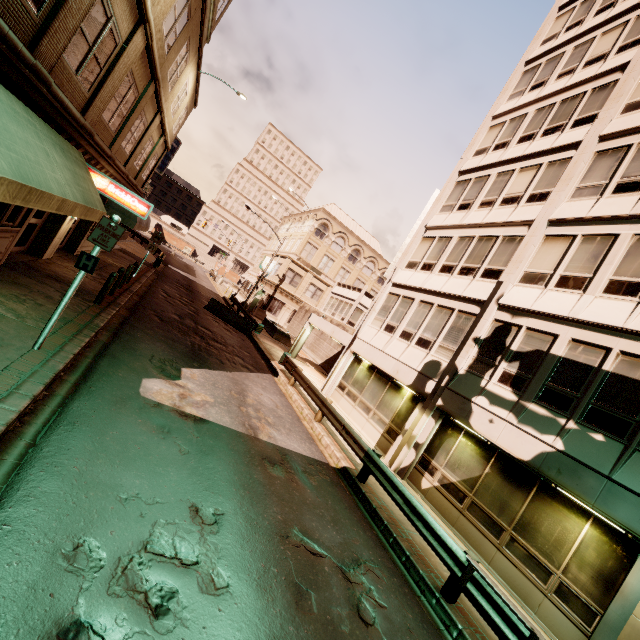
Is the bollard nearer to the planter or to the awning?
the awning

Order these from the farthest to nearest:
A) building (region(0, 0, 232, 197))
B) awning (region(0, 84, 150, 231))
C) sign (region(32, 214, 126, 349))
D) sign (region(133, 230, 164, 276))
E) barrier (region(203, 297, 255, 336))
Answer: barrier (region(203, 297, 255, 336)) < sign (region(133, 230, 164, 276)) < sign (region(32, 214, 126, 349)) < building (region(0, 0, 232, 197)) < awning (region(0, 84, 150, 231))

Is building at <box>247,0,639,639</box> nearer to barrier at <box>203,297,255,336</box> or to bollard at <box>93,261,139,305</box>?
barrier at <box>203,297,255,336</box>

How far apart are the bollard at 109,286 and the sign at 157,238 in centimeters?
678cm

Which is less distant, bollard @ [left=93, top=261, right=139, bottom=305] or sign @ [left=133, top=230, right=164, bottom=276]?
bollard @ [left=93, top=261, right=139, bottom=305]

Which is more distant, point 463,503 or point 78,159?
point 463,503

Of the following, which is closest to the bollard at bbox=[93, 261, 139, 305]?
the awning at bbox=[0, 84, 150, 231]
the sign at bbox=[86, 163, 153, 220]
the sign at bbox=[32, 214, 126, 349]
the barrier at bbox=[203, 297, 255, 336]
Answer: the sign at bbox=[86, 163, 153, 220]

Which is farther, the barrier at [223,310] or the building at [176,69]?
the barrier at [223,310]
